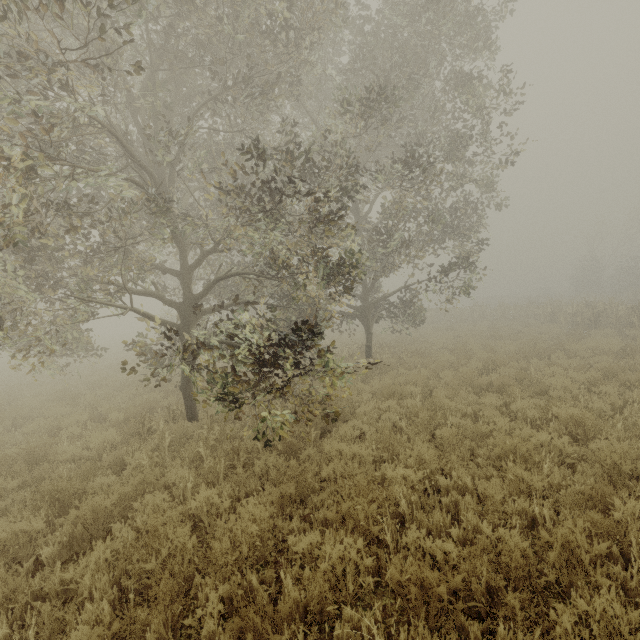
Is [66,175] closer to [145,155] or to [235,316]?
[235,316]
